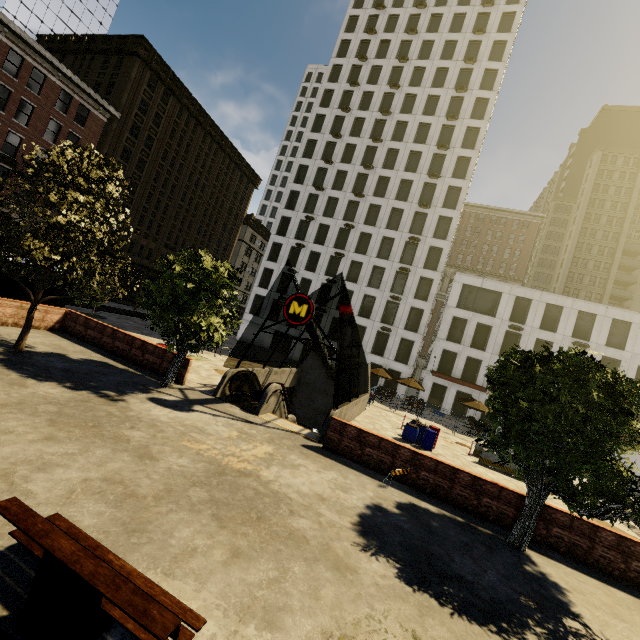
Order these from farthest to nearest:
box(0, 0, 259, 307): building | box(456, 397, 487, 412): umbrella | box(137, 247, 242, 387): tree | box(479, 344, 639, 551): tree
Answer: box(0, 0, 259, 307): building → box(456, 397, 487, 412): umbrella → box(137, 247, 242, 387): tree → box(479, 344, 639, 551): tree

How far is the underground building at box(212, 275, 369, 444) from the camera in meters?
13.5

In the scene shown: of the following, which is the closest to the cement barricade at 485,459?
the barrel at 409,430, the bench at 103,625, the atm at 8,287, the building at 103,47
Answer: the barrel at 409,430

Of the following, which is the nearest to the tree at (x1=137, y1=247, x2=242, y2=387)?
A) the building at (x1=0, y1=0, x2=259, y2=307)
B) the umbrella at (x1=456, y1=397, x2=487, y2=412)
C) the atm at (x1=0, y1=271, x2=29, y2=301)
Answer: the atm at (x1=0, y1=271, x2=29, y2=301)

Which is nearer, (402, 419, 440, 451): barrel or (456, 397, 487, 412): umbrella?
(402, 419, 440, 451): barrel

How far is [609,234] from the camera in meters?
59.8 m

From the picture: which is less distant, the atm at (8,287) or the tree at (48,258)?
the tree at (48,258)

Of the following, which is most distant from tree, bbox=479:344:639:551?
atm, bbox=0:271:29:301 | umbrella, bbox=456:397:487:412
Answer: umbrella, bbox=456:397:487:412
